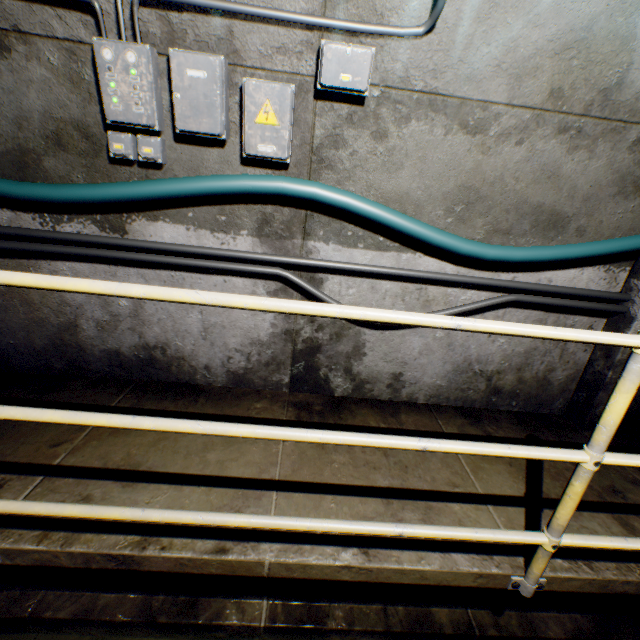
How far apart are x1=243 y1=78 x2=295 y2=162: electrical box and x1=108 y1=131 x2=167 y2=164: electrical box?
0.5m

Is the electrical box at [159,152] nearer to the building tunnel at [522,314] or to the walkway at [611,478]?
the building tunnel at [522,314]

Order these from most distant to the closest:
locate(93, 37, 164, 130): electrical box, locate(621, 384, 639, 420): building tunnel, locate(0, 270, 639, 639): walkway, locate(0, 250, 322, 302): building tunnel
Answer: locate(621, 384, 639, 420): building tunnel, locate(0, 250, 322, 302): building tunnel, locate(93, 37, 164, 130): electrical box, locate(0, 270, 639, 639): walkway

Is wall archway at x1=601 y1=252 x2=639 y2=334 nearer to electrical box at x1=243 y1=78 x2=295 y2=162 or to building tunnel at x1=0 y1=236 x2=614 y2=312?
building tunnel at x1=0 y1=236 x2=614 y2=312

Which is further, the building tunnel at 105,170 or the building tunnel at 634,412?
the building tunnel at 634,412

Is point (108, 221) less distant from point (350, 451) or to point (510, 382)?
point (350, 451)

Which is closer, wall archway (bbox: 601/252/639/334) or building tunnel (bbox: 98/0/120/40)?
building tunnel (bbox: 98/0/120/40)

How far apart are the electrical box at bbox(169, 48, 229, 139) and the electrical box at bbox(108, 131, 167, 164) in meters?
0.1
